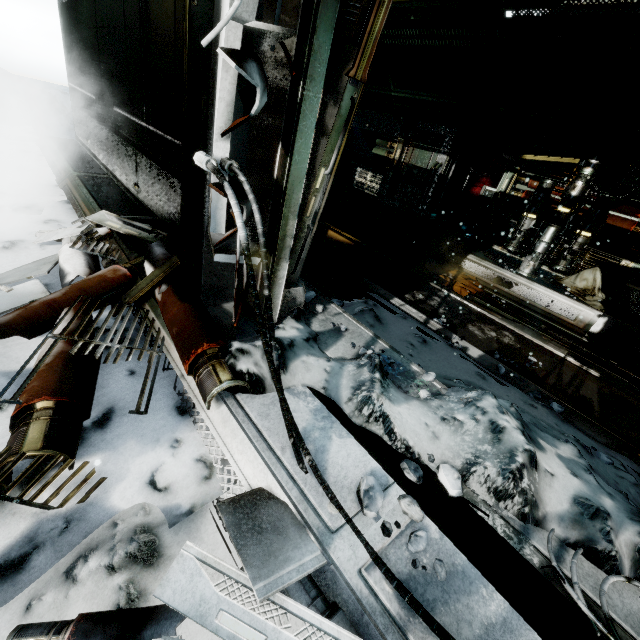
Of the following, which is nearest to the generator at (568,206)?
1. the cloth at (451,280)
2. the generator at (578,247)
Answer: the generator at (578,247)

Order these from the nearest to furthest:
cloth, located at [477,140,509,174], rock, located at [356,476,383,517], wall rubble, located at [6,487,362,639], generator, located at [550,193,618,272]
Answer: wall rubble, located at [6,487,362,639]
rock, located at [356,476,383,517]
generator, located at [550,193,618,272]
cloth, located at [477,140,509,174]

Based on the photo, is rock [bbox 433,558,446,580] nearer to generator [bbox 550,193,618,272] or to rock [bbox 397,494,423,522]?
rock [bbox 397,494,423,522]

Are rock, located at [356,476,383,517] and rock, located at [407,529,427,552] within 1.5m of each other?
yes

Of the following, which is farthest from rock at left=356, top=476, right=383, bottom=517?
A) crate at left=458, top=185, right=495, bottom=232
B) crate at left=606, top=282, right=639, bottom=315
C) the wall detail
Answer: crate at left=458, top=185, right=495, bottom=232

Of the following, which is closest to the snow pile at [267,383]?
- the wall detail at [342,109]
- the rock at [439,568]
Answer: the wall detail at [342,109]

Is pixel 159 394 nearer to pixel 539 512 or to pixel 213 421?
pixel 213 421

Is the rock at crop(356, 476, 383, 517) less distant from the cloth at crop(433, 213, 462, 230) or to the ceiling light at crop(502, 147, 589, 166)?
the ceiling light at crop(502, 147, 589, 166)
